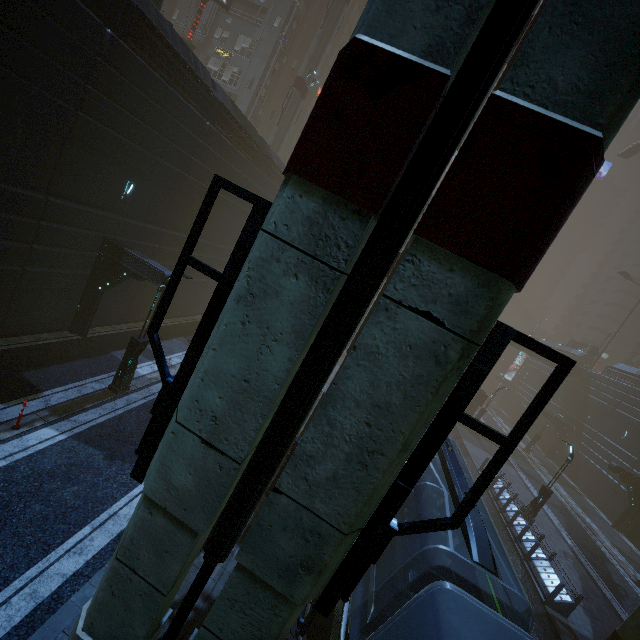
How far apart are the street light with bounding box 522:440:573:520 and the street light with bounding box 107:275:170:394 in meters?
23.3 m

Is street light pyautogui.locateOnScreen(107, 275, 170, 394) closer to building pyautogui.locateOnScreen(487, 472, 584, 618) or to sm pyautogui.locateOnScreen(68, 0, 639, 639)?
building pyautogui.locateOnScreen(487, 472, 584, 618)

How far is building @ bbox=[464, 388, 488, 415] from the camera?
35.7 meters

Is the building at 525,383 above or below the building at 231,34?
below

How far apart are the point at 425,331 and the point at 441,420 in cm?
91

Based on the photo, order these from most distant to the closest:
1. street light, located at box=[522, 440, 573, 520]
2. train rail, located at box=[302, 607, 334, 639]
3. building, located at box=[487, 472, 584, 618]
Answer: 1. street light, located at box=[522, 440, 573, 520]
2. building, located at box=[487, 472, 584, 618]
3. train rail, located at box=[302, 607, 334, 639]

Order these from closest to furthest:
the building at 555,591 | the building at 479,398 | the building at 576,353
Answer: the building at 555,591 → the building at 479,398 → the building at 576,353

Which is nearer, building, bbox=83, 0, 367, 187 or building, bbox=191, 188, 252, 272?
building, bbox=83, 0, 367, 187
